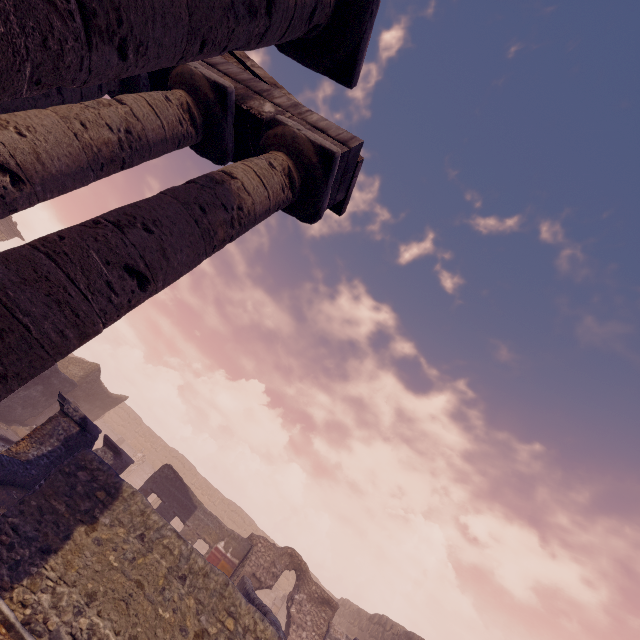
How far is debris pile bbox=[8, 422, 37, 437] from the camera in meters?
13.9

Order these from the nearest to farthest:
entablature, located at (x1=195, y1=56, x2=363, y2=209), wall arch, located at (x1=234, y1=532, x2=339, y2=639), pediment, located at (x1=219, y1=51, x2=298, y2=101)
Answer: entablature, located at (x1=195, y1=56, x2=363, y2=209), pediment, located at (x1=219, y1=51, x2=298, y2=101), wall arch, located at (x1=234, y1=532, x2=339, y2=639)

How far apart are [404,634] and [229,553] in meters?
11.5 m

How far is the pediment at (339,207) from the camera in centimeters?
579cm

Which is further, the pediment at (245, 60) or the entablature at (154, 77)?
the pediment at (245, 60)

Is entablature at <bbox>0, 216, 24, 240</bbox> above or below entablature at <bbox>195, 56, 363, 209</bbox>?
above

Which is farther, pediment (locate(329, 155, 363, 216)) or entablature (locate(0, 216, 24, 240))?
entablature (locate(0, 216, 24, 240))

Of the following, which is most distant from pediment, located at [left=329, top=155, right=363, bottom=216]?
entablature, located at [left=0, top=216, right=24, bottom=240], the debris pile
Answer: entablature, located at [left=0, top=216, right=24, bottom=240]
